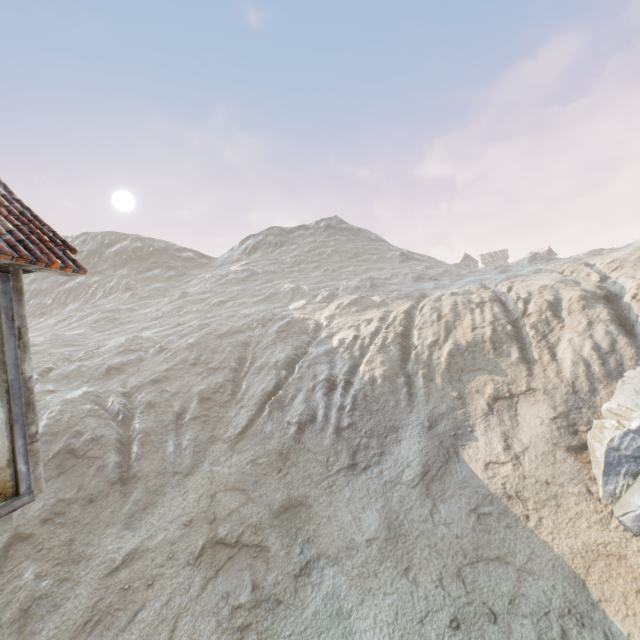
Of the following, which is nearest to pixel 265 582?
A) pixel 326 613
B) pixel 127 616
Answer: pixel 326 613

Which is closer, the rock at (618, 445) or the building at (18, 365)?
the building at (18, 365)

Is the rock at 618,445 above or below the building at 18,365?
below

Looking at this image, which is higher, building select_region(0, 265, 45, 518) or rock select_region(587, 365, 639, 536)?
building select_region(0, 265, 45, 518)

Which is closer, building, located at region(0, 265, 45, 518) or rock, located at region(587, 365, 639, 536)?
building, located at region(0, 265, 45, 518)
